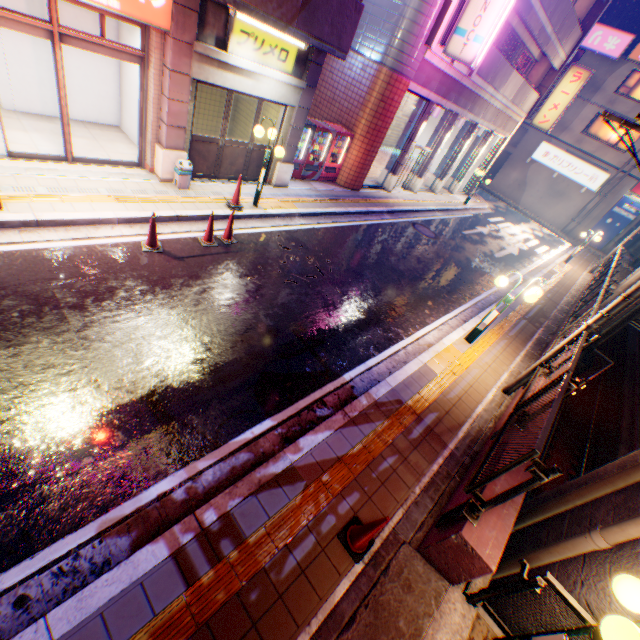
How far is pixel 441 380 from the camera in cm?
727

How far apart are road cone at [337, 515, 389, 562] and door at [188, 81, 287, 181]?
9.6m

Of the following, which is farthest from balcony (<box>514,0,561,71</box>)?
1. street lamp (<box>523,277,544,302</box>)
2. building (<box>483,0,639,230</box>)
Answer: street lamp (<box>523,277,544,302</box>)

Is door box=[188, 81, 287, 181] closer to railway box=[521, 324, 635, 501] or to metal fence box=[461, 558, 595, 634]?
metal fence box=[461, 558, 595, 634]

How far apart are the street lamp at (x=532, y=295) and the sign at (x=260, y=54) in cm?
804

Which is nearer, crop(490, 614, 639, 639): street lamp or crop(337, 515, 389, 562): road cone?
crop(490, 614, 639, 639): street lamp

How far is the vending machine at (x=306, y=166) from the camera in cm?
1202

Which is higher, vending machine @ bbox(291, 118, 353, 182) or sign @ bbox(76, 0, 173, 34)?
sign @ bbox(76, 0, 173, 34)
